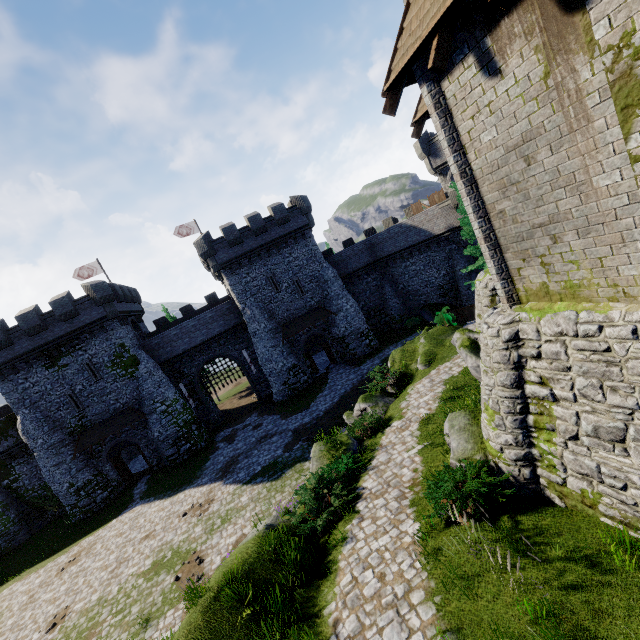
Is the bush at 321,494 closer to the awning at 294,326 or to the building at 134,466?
the awning at 294,326

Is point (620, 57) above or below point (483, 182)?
above

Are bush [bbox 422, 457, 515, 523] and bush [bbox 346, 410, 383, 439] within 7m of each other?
yes

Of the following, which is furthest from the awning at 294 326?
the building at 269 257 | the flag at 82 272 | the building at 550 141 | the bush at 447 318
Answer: the building at 550 141

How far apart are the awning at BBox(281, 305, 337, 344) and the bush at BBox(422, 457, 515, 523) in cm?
2254

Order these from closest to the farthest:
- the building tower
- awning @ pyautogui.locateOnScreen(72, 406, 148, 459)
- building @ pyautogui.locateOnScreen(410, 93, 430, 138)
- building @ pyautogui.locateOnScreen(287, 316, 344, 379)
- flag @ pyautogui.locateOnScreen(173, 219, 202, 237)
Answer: building @ pyautogui.locateOnScreen(410, 93, 430, 138) < awning @ pyautogui.locateOnScreen(72, 406, 148, 459) < the building tower < building @ pyautogui.locateOnScreen(287, 316, 344, 379) < flag @ pyautogui.locateOnScreen(173, 219, 202, 237)

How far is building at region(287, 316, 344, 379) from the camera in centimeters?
3259cm

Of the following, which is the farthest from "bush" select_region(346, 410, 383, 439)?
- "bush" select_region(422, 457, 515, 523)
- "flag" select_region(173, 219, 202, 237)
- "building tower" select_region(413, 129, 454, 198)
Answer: "flag" select_region(173, 219, 202, 237)
